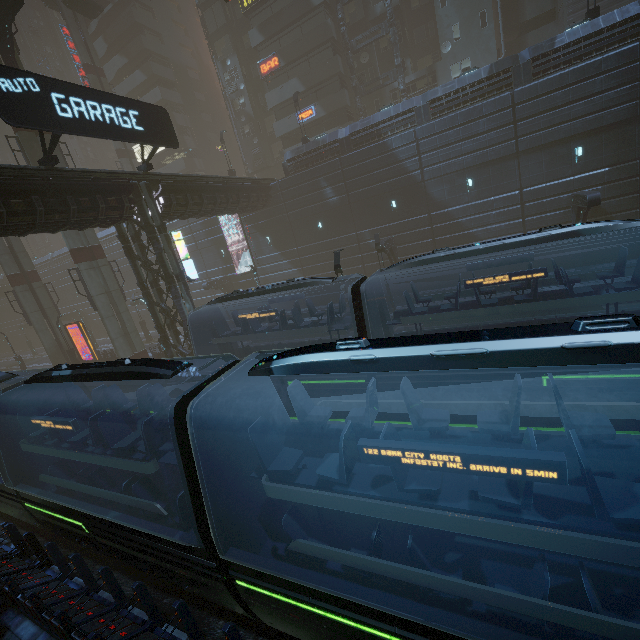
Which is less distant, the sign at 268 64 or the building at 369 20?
the building at 369 20

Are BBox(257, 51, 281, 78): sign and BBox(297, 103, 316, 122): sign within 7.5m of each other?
yes

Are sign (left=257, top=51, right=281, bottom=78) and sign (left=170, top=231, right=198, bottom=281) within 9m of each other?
no

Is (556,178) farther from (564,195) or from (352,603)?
(352,603)

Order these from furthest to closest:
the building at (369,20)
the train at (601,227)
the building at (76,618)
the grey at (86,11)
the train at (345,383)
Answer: the grey at (86,11) → the building at (369,20) → the train at (601,227) → the building at (76,618) → the train at (345,383)

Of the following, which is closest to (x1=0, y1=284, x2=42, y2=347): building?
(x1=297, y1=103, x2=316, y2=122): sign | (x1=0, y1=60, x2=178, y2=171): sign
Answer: (x1=297, y1=103, x2=316, y2=122): sign

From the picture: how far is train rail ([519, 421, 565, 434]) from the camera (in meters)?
9.84

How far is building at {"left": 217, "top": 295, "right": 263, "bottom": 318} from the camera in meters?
34.4 m
